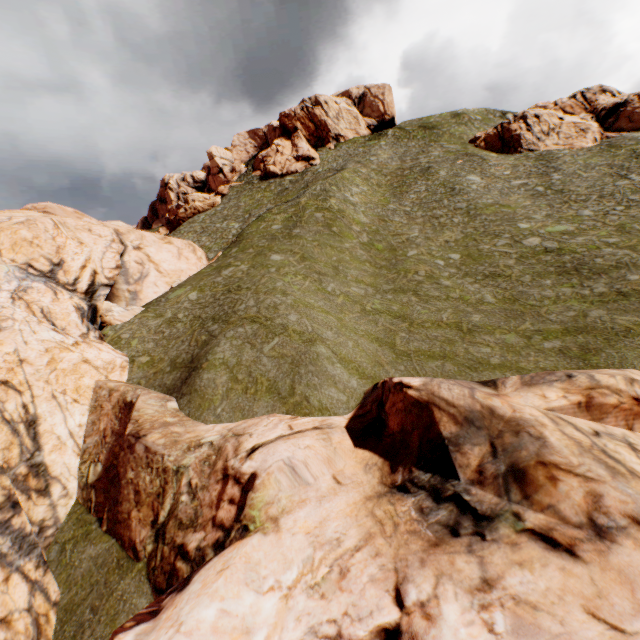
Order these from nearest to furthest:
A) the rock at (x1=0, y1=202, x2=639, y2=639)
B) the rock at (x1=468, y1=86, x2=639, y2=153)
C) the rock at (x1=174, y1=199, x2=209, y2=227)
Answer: the rock at (x1=0, y1=202, x2=639, y2=639), the rock at (x1=468, y1=86, x2=639, y2=153), the rock at (x1=174, y1=199, x2=209, y2=227)

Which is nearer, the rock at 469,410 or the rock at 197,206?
the rock at 469,410

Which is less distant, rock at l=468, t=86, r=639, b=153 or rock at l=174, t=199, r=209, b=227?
rock at l=468, t=86, r=639, b=153

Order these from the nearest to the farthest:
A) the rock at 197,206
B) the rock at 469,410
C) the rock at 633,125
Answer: the rock at 469,410
the rock at 633,125
the rock at 197,206

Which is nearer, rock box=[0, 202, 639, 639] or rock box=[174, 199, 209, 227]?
rock box=[0, 202, 639, 639]

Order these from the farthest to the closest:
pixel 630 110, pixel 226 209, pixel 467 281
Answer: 1. pixel 226 209
2. pixel 630 110
3. pixel 467 281

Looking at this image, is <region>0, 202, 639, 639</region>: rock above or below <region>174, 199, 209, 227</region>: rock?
below

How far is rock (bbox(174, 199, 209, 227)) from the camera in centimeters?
5894cm
